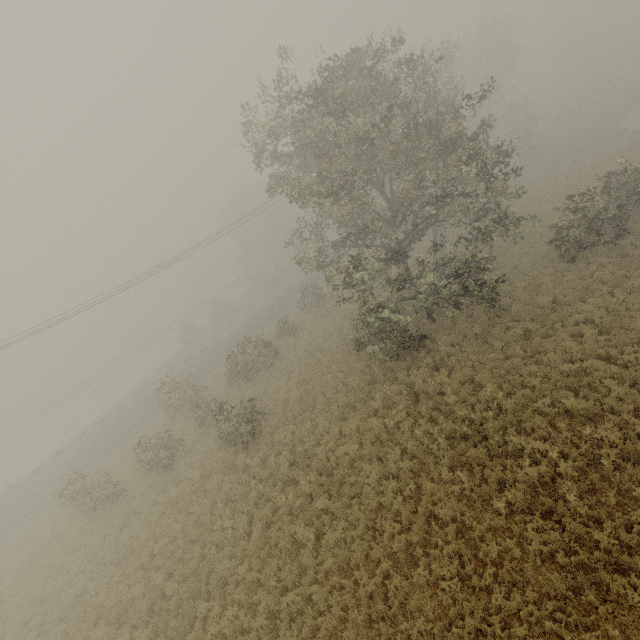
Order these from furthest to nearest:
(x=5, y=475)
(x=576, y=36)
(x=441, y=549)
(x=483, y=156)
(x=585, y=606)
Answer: (x=576, y=36) → (x=5, y=475) → (x=483, y=156) → (x=441, y=549) → (x=585, y=606)
